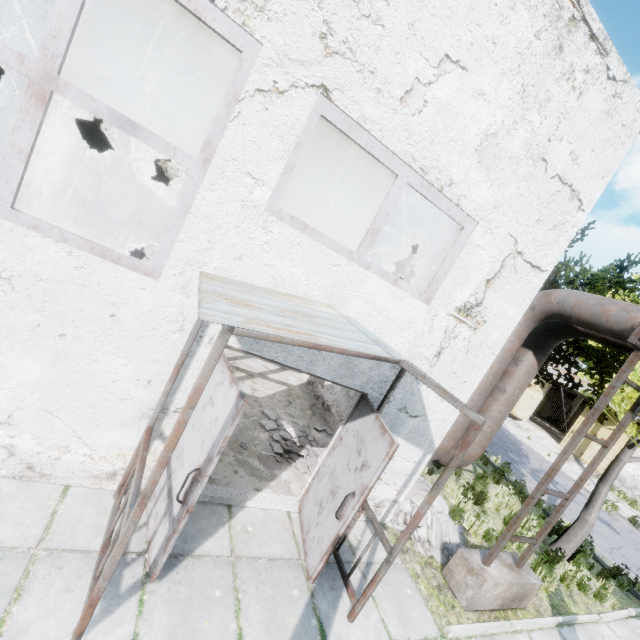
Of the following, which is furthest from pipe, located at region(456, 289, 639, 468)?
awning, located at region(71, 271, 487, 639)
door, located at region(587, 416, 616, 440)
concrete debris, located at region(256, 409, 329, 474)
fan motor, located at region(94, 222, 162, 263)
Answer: door, located at region(587, 416, 616, 440)

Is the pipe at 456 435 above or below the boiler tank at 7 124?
below

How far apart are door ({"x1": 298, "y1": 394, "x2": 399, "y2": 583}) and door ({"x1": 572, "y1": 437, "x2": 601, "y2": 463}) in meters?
24.9 m

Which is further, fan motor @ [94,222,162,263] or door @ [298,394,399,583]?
fan motor @ [94,222,162,263]

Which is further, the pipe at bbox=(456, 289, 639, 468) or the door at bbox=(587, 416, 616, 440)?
the door at bbox=(587, 416, 616, 440)

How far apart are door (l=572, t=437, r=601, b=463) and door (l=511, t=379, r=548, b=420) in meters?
2.7

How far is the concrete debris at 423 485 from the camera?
6.12m

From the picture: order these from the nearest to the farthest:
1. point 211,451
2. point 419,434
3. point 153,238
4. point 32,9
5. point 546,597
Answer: point 211,451
point 419,434
point 546,597
point 153,238
point 32,9
